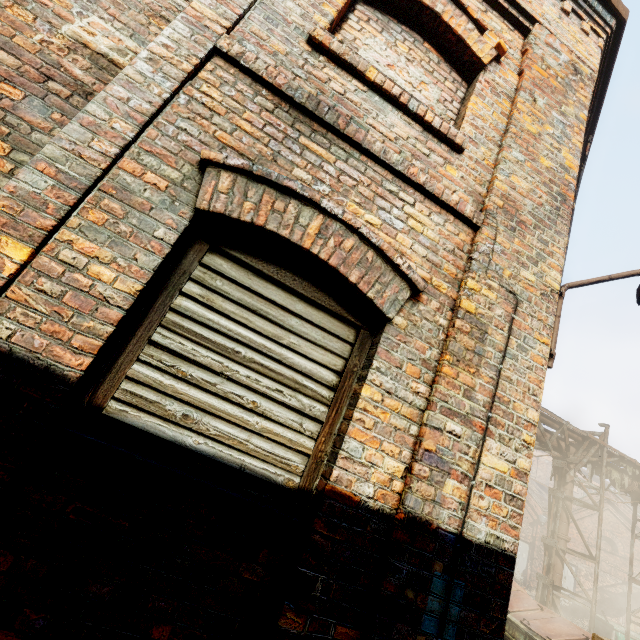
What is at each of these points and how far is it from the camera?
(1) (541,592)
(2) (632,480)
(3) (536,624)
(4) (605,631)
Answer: (1) scaffolding, 9.0m
(2) pipe, 10.6m
(3) trash container, 6.7m
(4) container, 12.6m

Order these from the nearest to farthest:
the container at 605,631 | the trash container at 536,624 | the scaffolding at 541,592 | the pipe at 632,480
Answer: the trash container at 536,624
the scaffolding at 541,592
the pipe at 632,480
the container at 605,631

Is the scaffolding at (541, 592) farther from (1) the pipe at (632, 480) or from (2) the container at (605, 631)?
(2) the container at (605, 631)

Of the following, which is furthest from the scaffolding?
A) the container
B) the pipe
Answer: the container

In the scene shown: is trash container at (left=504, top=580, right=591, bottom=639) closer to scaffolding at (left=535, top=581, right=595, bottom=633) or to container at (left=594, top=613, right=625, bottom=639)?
scaffolding at (left=535, top=581, right=595, bottom=633)

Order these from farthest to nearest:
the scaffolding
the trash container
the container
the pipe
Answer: the container
the pipe
the scaffolding
the trash container

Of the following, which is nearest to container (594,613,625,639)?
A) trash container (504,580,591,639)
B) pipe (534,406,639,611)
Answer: pipe (534,406,639,611)

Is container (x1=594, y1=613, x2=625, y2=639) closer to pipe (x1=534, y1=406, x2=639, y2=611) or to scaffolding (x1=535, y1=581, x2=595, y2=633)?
pipe (x1=534, y1=406, x2=639, y2=611)
